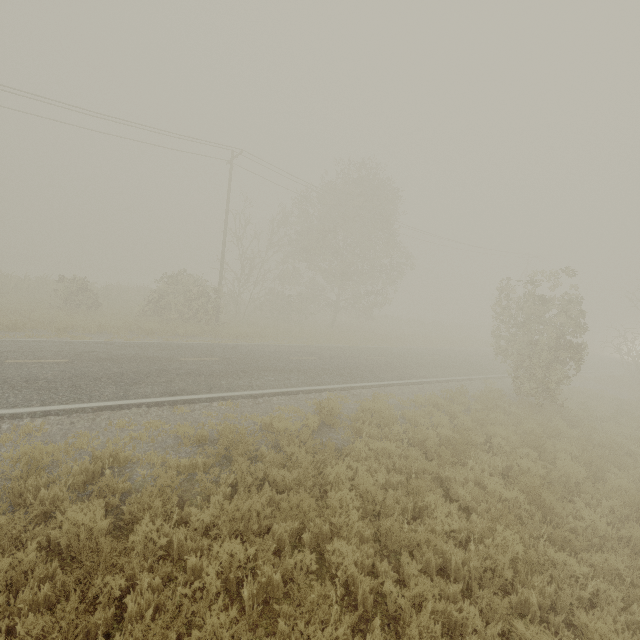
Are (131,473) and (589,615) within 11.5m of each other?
yes
